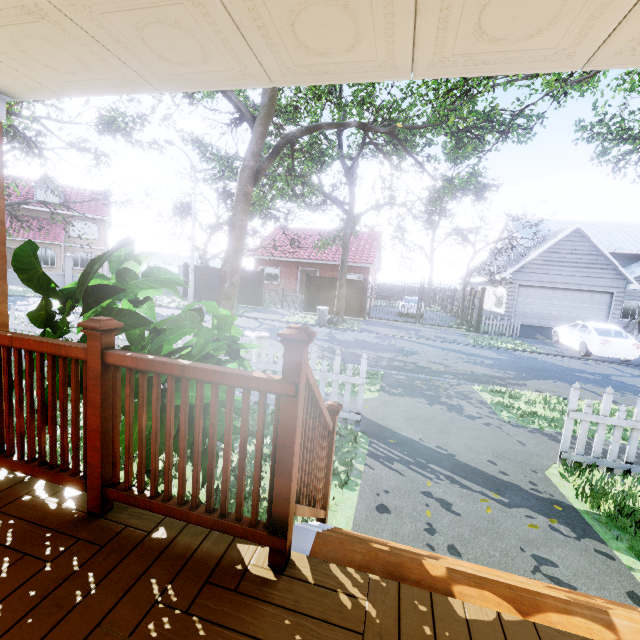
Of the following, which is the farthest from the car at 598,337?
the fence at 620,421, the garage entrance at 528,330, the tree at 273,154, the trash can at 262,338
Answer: the trash can at 262,338

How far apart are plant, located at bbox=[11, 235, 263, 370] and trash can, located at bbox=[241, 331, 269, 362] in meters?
4.4

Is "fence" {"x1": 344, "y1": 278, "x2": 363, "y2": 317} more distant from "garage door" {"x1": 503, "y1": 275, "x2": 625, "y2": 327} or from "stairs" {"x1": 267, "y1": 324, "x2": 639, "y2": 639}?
"stairs" {"x1": 267, "y1": 324, "x2": 639, "y2": 639}

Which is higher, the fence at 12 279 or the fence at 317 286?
the fence at 317 286

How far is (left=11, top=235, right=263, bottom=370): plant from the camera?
2.08m

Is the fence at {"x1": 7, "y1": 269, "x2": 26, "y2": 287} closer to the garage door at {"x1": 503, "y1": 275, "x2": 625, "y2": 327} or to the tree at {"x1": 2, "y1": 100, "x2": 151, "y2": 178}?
the tree at {"x1": 2, "y1": 100, "x2": 151, "y2": 178}

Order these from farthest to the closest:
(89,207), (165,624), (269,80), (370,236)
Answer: (89,207) → (370,236) → (269,80) → (165,624)

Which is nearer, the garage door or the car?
the car
